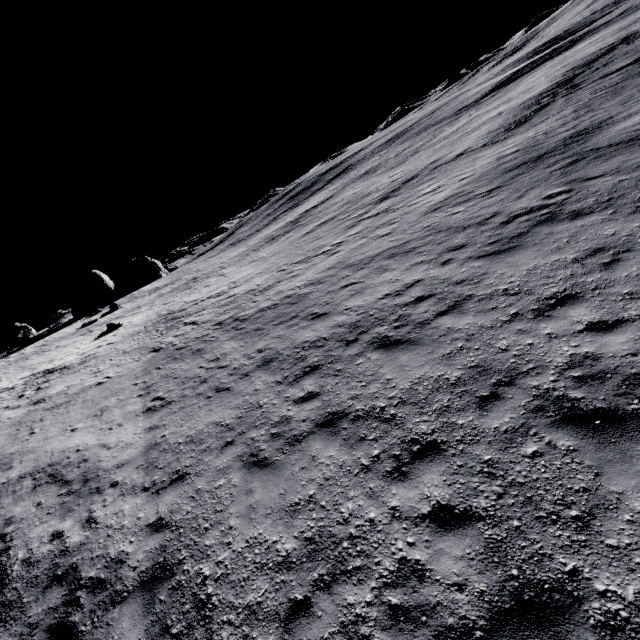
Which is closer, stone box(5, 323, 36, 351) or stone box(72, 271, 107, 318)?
stone box(5, 323, 36, 351)

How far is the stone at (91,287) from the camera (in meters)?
58.78

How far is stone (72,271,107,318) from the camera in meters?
58.8 m

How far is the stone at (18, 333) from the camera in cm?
3103

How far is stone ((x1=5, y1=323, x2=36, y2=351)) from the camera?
31.0 meters

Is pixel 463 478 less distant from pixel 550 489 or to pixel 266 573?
pixel 550 489
